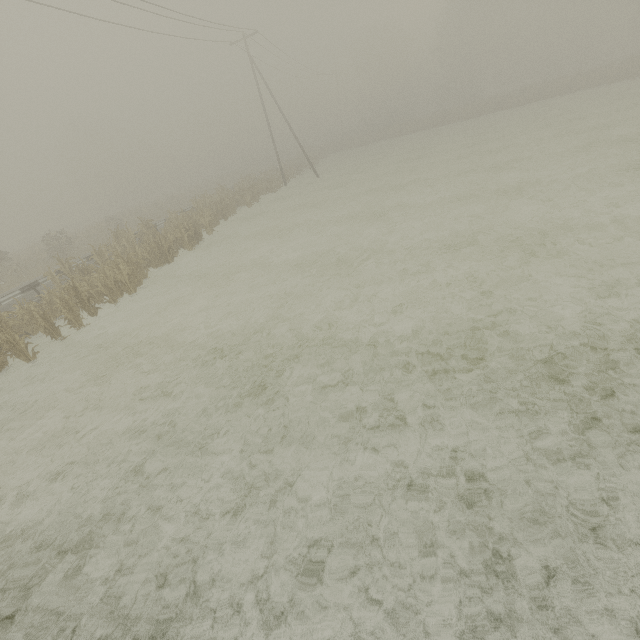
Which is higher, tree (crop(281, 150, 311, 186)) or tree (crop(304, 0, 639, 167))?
tree (crop(304, 0, 639, 167))

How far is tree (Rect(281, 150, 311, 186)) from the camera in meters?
36.1

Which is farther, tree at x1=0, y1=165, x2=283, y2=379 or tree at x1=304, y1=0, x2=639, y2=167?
tree at x1=304, y1=0, x2=639, y2=167

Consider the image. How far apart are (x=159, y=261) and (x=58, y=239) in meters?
17.1

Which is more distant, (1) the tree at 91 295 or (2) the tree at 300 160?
(2) the tree at 300 160

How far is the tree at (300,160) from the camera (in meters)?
36.14

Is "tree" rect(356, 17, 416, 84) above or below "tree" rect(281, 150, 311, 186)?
above

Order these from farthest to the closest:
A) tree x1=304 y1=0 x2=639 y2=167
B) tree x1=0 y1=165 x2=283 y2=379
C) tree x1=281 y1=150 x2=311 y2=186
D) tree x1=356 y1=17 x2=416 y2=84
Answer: tree x1=356 y1=17 x2=416 y2=84 < tree x1=304 y1=0 x2=639 y2=167 < tree x1=281 y1=150 x2=311 y2=186 < tree x1=0 y1=165 x2=283 y2=379
